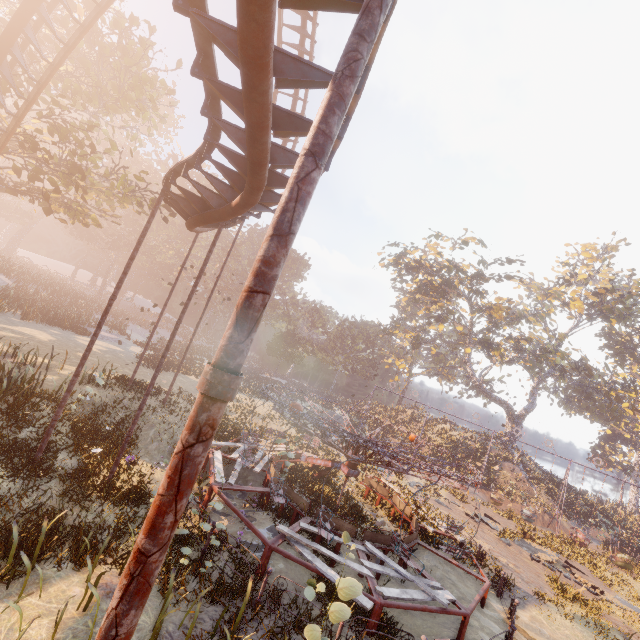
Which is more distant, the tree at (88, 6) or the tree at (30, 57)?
the tree at (88, 6)

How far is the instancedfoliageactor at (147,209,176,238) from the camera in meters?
56.7

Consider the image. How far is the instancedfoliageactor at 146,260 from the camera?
54.91m

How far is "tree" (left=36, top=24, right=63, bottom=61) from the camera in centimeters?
1480cm

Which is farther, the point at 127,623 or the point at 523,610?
the point at 523,610

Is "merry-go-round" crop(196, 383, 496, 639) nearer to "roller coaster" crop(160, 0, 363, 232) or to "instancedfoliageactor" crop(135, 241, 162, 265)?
"roller coaster" crop(160, 0, 363, 232)

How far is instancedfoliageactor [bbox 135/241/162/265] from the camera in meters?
54.9 m
